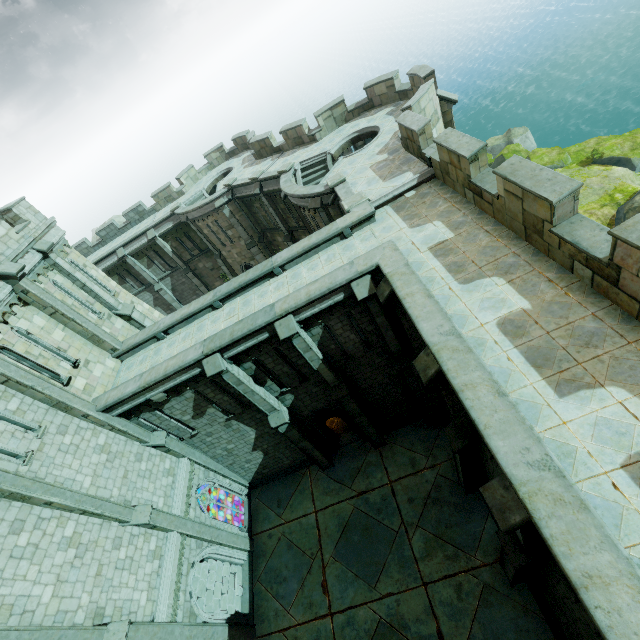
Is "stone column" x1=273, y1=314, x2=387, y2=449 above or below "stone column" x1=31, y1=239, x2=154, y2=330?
below

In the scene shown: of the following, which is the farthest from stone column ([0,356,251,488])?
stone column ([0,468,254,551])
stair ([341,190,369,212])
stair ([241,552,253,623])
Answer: stair ([341,190,369,212])

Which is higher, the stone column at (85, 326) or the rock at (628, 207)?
the stone column at (85, 326)

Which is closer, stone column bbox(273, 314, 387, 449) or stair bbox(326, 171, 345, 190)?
stone column bbox(273, 314, 387, 449)

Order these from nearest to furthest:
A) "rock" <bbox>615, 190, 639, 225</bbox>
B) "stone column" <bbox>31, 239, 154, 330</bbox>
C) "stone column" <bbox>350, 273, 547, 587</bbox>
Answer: "stone column" <bbox>350, 273, 547, 587</bbox>
"stone column" <bbox>31, 239, 154, 330</bbox>
"rock" <bbox>615, 190, 639, 225</bbox>

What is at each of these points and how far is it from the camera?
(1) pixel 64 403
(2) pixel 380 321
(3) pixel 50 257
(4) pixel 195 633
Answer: (1) stone column, 11.90m
(2) stone column, 12.23m
(3) stone column, 14.46m
(4) stone column, 12.02m

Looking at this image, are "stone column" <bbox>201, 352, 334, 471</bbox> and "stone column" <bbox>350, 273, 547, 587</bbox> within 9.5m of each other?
yes

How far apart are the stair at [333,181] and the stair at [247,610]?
19.2m
